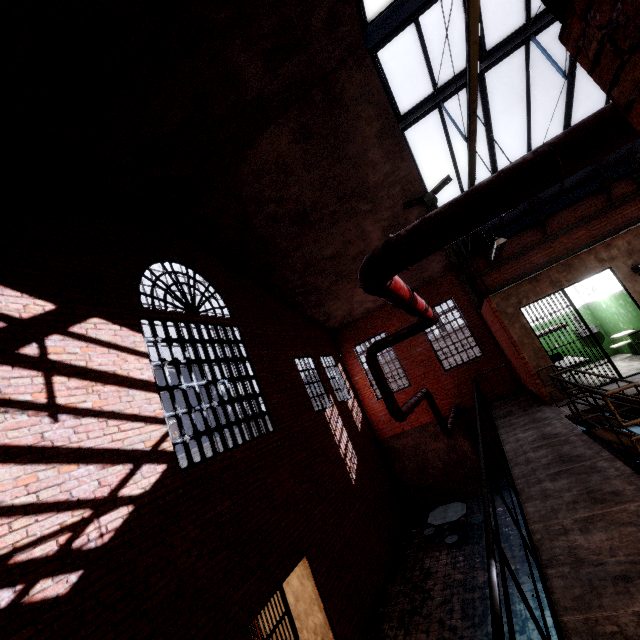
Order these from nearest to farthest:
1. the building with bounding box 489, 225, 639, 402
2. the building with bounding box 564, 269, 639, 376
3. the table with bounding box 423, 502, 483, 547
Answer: the building with bounding box 489, 225, 639, 402
the building with bounding box 564, 269, 639, 376
the table with bounding box 423, 502, 483, 547

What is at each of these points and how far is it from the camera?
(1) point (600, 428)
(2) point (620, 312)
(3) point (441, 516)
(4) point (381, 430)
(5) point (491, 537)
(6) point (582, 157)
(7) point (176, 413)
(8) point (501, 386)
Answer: (1) stair, 5.2 meters
(2) building, 8.6 meters
(3) table, 9.6 meters
(4) trim, 13.4 meters
(5) metal railing, 1.7 meters
(6) pipe, 1.4 meters
(7) window, 5.9 meters
(8) trim, 11.7 meters

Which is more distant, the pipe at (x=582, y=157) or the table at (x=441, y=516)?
the table at (x=441, y=516)

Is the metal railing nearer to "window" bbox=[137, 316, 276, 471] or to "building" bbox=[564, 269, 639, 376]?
"building" bbox=[564, 269, 639, 376]

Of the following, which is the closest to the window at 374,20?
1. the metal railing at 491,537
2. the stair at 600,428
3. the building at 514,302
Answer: the building at 514,302

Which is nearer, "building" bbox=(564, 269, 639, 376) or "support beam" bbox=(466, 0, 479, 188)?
"support beam" bbox=(466, 0, 479, 188)

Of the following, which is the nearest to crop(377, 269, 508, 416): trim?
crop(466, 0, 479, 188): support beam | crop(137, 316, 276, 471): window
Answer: crop(466, 0, 479, 188): support beam

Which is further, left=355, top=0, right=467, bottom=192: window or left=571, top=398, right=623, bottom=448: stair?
left=355, top=0, right=467, bottom=192: window
